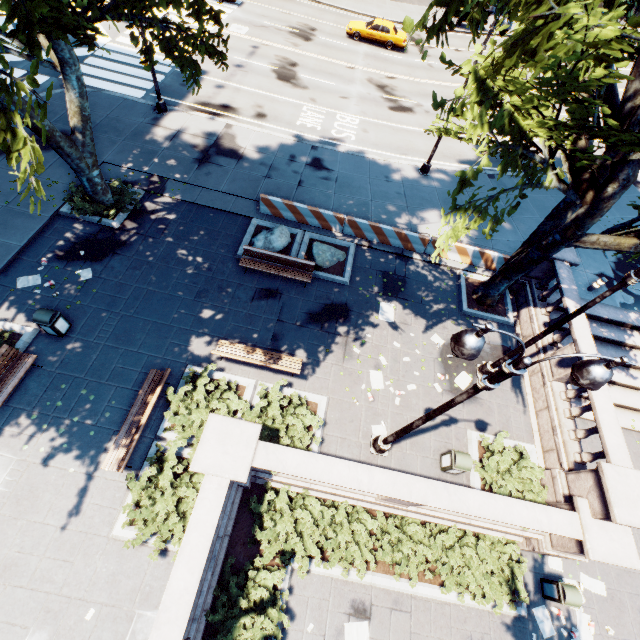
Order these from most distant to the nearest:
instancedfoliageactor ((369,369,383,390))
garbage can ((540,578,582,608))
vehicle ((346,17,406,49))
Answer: vehicle ((346,17,406,49)) < instancedfoliageactor ((369,369,383,390)) < garbage can ((540,578,582,608))

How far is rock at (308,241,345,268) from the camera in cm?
1390

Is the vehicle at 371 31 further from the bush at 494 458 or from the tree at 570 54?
the bush at 494 458

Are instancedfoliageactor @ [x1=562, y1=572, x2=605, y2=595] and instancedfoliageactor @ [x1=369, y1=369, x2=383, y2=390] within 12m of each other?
yes

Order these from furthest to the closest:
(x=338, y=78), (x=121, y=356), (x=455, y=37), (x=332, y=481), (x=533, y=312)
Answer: (x=455, y=37), (x=338, y=78), (x=533, y=312), (x=121, y=356), (x=332, y=481)

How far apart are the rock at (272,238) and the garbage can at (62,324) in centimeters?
685cm

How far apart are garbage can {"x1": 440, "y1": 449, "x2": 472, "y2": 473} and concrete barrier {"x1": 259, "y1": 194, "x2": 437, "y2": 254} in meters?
8.9 m

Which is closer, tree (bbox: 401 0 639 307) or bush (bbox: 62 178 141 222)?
tree (bbox: 401 0 639 307)
